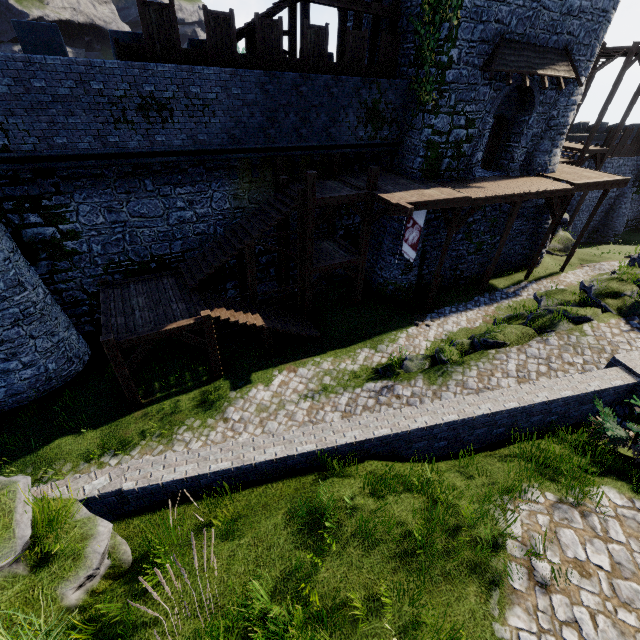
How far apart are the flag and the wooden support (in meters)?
0.76

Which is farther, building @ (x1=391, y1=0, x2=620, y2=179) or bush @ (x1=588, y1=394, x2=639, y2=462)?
building @ (x1=391, y1=0, x2=620, y2=179)

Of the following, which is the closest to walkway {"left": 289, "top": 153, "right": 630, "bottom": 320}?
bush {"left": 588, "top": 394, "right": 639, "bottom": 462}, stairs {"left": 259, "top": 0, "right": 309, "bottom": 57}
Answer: stairs {"left": 259, "top": 0, "right": 309, "bottom": 57}

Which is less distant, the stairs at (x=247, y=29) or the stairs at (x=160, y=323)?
the stairs at (x=160, y=323)

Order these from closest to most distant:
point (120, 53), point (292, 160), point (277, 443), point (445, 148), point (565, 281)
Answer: point (277, 443)
point (120, 53)
point (292, 160)
point (445, 148)
point (565, 281)

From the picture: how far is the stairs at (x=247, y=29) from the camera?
12.60m

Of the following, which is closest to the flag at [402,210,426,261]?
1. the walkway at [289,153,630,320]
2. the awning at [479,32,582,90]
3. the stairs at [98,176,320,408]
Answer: the walkway at [289,153,630,320]

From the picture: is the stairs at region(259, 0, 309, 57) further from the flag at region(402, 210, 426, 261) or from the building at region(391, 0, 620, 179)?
the flag at region(402, 210, 426, 261)
